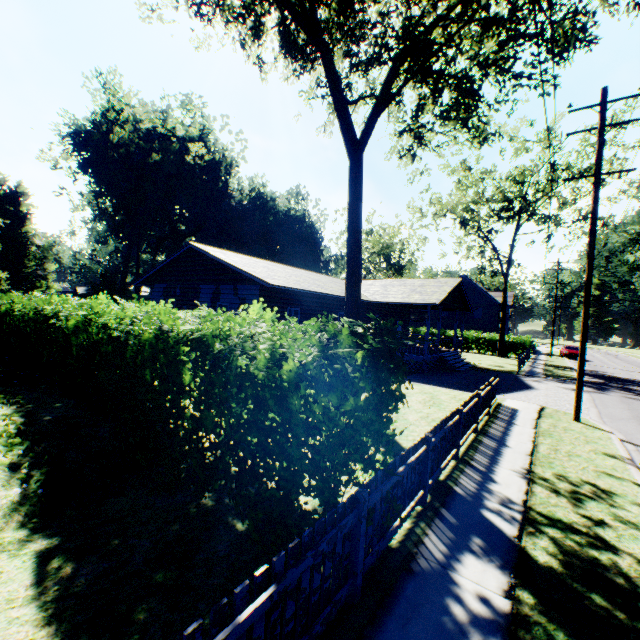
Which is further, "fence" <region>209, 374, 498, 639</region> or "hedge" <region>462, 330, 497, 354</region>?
"hedge" <region>462, 330, 497, 354</region>

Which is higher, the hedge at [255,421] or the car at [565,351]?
the hedge at [255,421]

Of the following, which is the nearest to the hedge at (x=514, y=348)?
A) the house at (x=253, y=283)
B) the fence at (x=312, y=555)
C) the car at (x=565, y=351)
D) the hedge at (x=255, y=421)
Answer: the car at (x=565, y=351)

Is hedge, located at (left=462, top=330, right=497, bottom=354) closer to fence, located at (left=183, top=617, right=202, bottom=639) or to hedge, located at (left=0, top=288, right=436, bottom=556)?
fence, located at (left=183, top=617, right=202, bottom=639)

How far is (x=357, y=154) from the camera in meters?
11.9

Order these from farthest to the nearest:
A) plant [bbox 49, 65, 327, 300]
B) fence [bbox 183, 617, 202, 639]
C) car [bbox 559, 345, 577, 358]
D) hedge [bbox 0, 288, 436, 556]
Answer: car [bbox 559, 345, 577, 358] < plant [bbox 49, 65, 327, 300] < hedge [bbox 0, 288, 436, 556] < fence [bbox 183, 617, 202, 639]

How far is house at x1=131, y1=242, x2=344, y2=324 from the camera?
15.6 meters

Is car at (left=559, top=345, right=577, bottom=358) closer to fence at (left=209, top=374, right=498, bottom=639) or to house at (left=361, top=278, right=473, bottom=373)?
house at (left=361, top=278, right=473, bottom=373)
